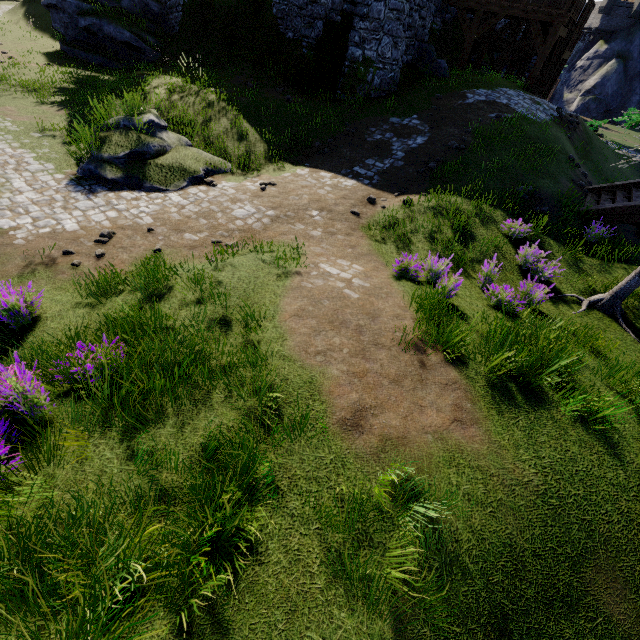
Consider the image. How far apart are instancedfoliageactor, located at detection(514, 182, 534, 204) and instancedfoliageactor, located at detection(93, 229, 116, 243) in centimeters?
1104cm

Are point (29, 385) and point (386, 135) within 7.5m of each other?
no

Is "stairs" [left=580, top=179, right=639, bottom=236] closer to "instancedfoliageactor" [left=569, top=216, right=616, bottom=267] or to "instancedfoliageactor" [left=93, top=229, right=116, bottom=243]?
"instancedfoliageactor" [left=569, top=216, right=616, bottom=267]

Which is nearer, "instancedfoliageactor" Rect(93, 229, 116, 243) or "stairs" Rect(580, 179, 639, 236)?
"instancedfoliageactor" Rect(93, 229, 116, 243)

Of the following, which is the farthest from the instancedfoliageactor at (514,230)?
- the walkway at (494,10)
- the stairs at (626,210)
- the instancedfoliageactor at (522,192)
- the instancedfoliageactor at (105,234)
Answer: the walkway at (494,10)

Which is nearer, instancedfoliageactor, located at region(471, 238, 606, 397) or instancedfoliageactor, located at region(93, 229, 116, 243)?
instancedfoliageactor, located at region(471, 238, 606, 397)

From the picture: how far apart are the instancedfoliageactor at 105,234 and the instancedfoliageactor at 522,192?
11.0 meters

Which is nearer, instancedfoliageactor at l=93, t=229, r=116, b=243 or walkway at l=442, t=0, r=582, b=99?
instancedfoliageactor at l=93, t=229, r=116, b=243
